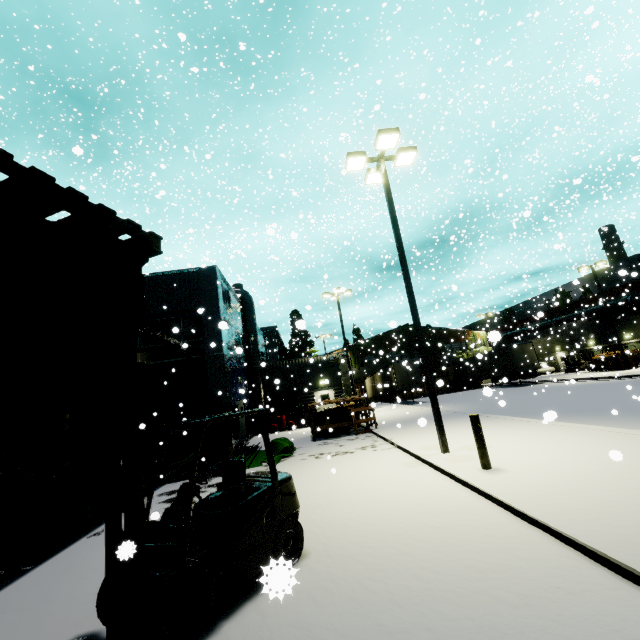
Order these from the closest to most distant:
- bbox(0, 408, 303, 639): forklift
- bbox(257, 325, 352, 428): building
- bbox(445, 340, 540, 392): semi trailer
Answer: bbox(0, 408, 303, 639): forklift
bbox(257, 325, 352, 428): building
bbox(445, 340, 540, 392): semi trailer

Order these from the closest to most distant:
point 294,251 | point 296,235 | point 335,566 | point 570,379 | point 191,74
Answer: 1. point 335,566
2. point 296,235
3. point 191,74
4. point 570,379
5. point 294,251

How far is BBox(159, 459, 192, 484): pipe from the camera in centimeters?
1137cm

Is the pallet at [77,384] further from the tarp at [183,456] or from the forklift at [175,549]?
the tarp at [183,456]

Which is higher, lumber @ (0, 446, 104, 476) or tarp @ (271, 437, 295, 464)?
lumber @ (0, 446, 104, 476)

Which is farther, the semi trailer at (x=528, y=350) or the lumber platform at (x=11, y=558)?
the semi trailer at (x=528, y=350)

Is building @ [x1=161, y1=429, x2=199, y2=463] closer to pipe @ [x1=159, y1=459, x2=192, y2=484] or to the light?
pipe @ [x1=159, y1=459, x2=192, y2=484]

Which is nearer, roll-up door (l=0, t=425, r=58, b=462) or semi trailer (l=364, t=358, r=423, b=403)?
roll-up door (l=0, t=425, r=58, b=462)
